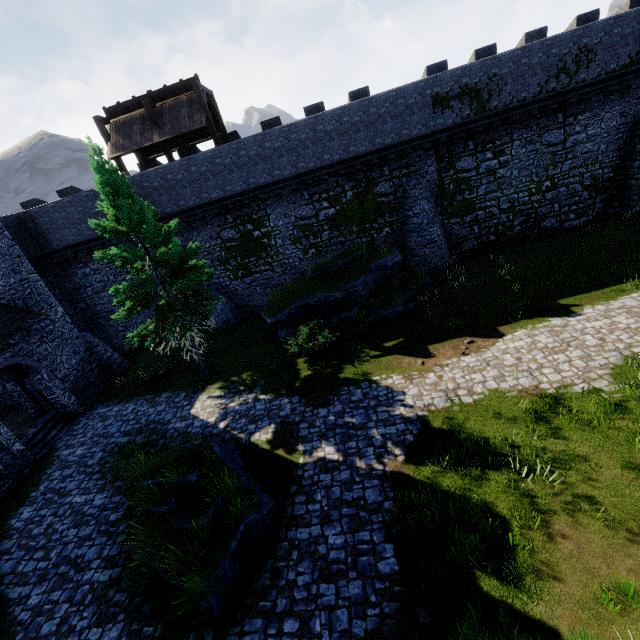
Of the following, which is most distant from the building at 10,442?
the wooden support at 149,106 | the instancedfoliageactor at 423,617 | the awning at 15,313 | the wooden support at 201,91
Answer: the instancedfoliageactor at 423,617

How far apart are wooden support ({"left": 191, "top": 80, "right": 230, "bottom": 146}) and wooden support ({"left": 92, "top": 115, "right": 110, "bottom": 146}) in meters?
5.6 m

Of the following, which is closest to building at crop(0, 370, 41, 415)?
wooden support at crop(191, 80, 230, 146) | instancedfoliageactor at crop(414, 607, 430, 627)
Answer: wooden support at crop(191, 80, 230, 146)

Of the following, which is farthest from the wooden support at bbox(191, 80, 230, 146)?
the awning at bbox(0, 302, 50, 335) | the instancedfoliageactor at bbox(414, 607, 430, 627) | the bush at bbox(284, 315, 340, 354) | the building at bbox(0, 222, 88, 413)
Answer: the instancedfoliageactor at bbox(414, 607, 430, 627)

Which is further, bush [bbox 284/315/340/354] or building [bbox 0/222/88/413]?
building [bbox 0/222/88/413]

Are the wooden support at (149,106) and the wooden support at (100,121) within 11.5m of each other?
yes

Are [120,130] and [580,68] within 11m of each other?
no

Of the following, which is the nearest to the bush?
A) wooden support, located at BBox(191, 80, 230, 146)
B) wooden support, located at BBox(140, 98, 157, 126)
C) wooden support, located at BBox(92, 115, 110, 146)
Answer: wooden support, located at BBox(191, 80, 230, 146)
